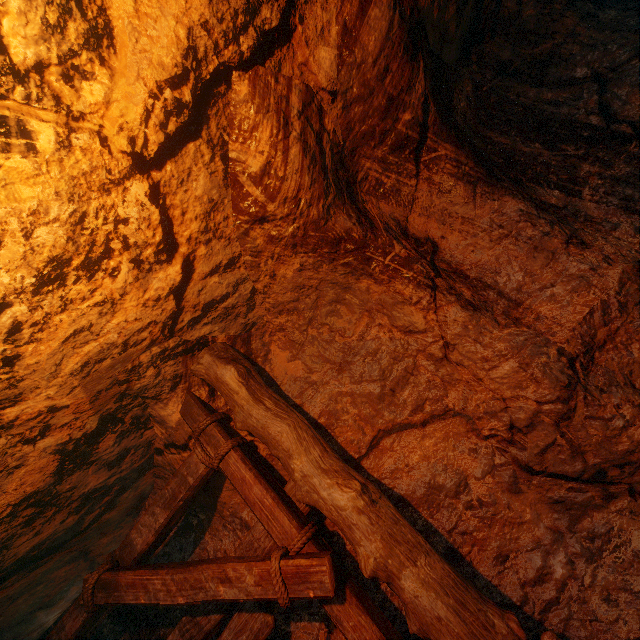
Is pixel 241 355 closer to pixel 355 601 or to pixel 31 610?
pixel 355 601
